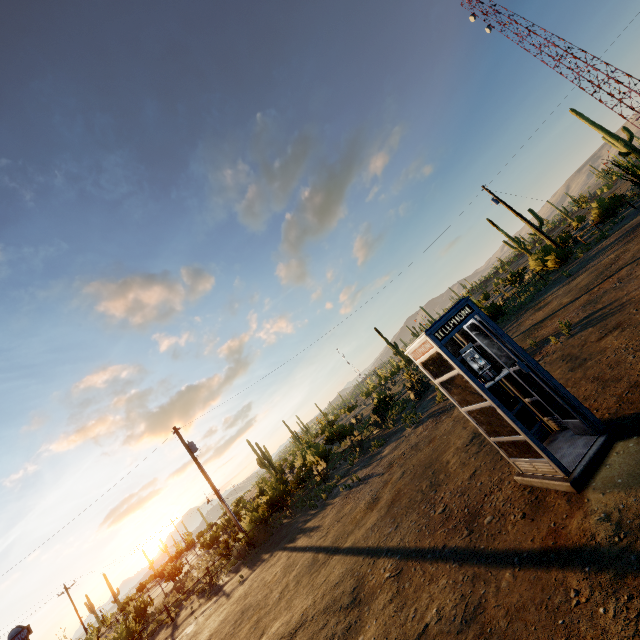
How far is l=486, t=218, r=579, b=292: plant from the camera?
23.1 meters

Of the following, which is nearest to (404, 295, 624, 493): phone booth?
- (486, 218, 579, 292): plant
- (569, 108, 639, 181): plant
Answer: (486, 218, 579, 292): plant

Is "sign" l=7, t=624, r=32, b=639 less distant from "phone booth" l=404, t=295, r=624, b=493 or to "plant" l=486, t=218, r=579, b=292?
"phone booth" l=404, t=295, r=624, b=493

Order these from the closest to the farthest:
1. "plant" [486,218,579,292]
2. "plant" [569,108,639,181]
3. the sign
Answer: the sign < "plant" [486,218,579,292] < "plant" [569,108,639,181]

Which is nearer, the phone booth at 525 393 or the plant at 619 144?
the phone booth at 525 393

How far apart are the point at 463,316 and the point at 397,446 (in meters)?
10.16

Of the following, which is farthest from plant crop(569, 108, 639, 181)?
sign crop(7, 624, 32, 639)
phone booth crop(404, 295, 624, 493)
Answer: sign crop(7, 624, 32, 639)

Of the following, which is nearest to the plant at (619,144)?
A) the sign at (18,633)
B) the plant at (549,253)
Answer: the plant at (549,253)
